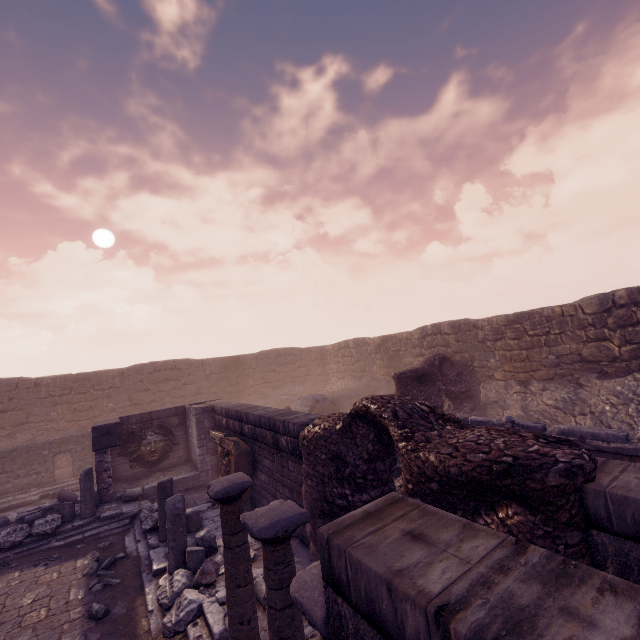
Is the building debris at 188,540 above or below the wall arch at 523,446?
below

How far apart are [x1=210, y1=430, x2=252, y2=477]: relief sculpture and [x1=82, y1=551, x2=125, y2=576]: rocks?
2.45m

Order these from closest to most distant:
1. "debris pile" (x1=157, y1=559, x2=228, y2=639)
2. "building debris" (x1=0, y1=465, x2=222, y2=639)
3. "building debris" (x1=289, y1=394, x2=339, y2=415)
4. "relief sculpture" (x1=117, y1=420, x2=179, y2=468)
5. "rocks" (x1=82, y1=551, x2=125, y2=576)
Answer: "debris pile" (x1=157, y1=559, x2=228, y2=639) → "building debris" (x1=0, y1=465, x2=222, y2=639) → "rocks" (x1=82, y1=551, x2=125, y2=576) → "relief sculpture" (x1=117, y1=420, x2=179, y2=468) → "building debris" (x1=289, y1=394, x2=339, y2=415)

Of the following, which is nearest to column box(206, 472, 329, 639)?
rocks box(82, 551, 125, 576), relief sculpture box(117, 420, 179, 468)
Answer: rocks box(82, 551, 125, 576)

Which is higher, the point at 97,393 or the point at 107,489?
the point at 97,393

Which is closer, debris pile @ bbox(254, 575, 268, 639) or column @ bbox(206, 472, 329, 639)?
column @ bbox(206, 472, 329, 639)

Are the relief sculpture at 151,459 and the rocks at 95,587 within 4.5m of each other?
no

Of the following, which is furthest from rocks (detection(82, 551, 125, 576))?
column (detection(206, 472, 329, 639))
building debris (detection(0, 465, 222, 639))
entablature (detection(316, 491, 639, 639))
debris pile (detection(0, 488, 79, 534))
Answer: entablature (detection(316, 491, 639, 639))
